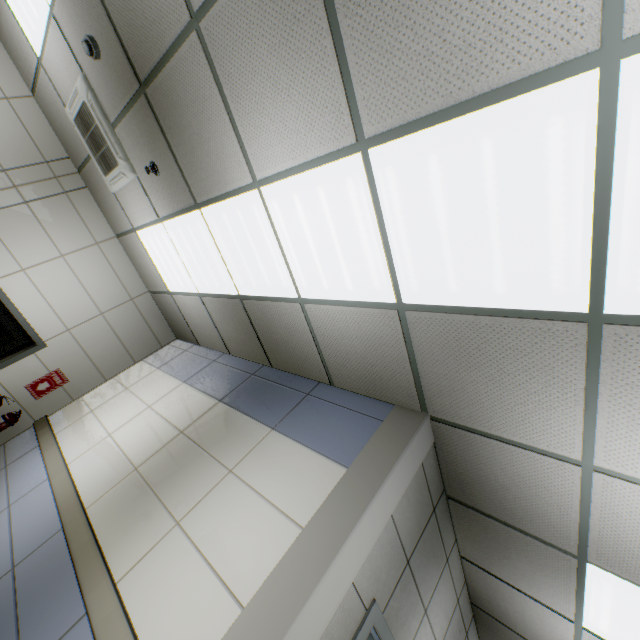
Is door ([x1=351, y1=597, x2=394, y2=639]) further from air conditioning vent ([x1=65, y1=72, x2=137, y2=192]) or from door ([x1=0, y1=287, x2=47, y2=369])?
door ([x1=0, y1=287, x2=47, y2=369])

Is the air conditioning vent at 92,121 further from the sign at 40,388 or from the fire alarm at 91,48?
the sign at 40,388

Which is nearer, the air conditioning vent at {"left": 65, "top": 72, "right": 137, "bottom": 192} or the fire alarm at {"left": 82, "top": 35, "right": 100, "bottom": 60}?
the fire alarm at {"left": 82, "top": 35, "right": 100, "bottom": 60}

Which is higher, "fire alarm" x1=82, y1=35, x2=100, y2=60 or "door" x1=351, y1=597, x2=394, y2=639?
"fire alarm" x1=82, y1=35, x2=100, y2=60

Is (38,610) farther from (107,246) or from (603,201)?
(107,246)

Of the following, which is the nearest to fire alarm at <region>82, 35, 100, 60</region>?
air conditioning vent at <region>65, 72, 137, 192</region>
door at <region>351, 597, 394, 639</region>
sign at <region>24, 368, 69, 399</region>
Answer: air conditioning vent at <region>65, 72, 137, 192</region>

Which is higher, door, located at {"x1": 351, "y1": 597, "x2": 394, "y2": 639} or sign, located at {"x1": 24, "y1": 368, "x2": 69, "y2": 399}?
door, located at {"x1": 351, "y1": 597, "x2": 394, "y2": 639}

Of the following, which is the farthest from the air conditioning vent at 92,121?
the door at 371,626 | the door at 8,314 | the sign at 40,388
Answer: the door at 371,626
